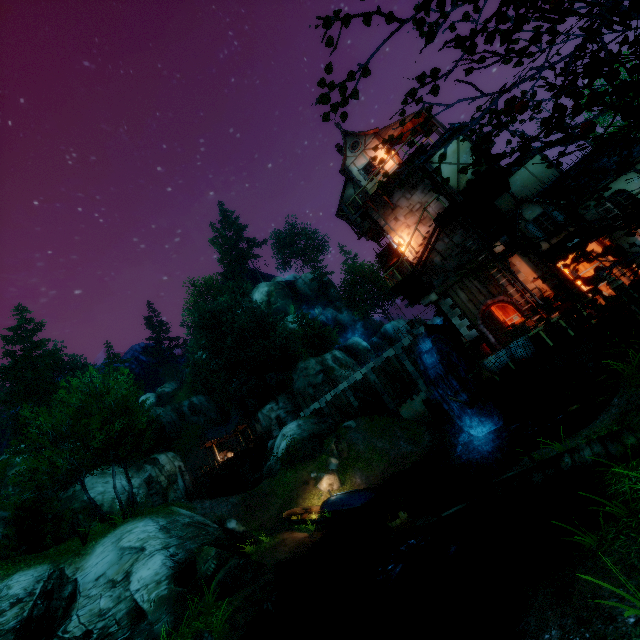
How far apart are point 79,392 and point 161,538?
11.01m

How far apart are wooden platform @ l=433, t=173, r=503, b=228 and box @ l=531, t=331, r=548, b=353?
6.9 meters

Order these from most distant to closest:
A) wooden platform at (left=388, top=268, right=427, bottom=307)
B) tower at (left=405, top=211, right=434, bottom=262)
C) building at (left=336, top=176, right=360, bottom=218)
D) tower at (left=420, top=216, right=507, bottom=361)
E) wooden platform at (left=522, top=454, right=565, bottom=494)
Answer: building at (left=336, top=176, right=360, bottom=218) → tower at (left=405, top=211, right=434, bottom=262) → wooden platform at (left=388, top=268, right=427, bottom=307) → tower at (left=420, top=216, right=507, bottom=361) → wooden platform at (left=522, top=454, right=565, bottom=494)

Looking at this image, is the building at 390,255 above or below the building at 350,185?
below

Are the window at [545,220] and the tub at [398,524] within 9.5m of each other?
no

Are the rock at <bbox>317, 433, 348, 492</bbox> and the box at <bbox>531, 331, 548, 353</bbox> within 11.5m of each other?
no

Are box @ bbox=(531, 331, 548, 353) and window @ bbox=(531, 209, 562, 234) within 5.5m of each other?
yes

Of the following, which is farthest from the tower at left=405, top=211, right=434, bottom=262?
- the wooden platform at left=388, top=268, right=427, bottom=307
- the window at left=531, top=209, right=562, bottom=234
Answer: the window at left=531, top=209, right=562, bottom=234
